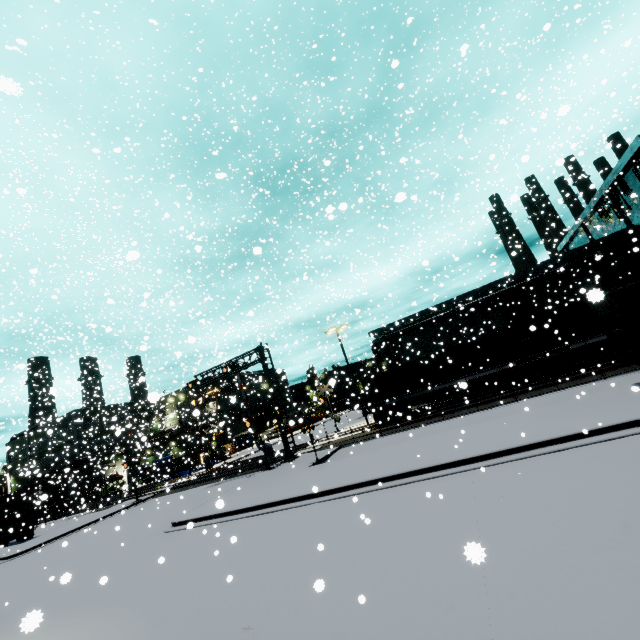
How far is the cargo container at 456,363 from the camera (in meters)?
22.91

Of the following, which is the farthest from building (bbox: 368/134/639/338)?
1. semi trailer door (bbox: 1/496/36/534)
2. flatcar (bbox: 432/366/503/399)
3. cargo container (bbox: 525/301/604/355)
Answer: semi trailer door (bbox: 1/496/36/534)

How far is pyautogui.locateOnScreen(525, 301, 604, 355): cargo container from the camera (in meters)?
20.92

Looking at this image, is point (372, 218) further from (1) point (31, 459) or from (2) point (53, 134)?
(1) point (31, 459)

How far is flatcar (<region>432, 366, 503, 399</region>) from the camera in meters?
23.0 m

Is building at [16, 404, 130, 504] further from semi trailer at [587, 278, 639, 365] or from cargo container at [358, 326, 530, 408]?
cargo container at [358, 326, 530, 408]

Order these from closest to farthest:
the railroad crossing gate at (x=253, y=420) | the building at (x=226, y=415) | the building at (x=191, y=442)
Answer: the railroad crossing gate at (x=253, y=420)
the building at (x=226, y=415)
the building at (x=191, y=442)

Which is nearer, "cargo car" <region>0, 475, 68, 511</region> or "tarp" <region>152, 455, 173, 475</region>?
"cargo car" <region>0, 475, 68, 511</region>
